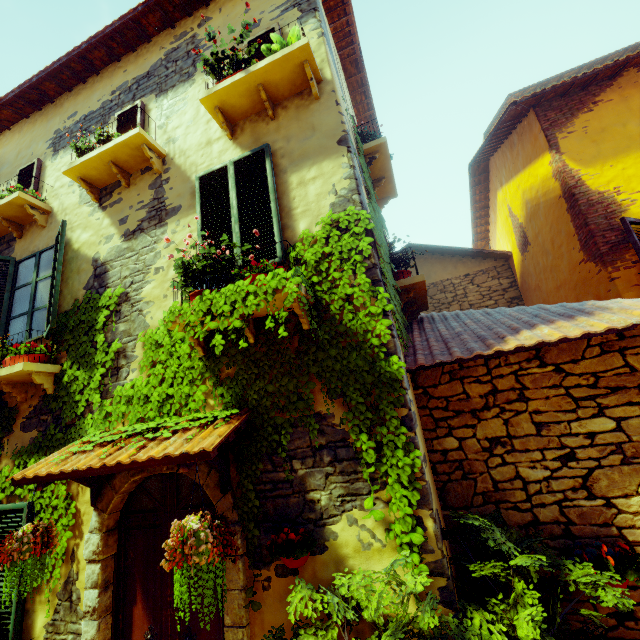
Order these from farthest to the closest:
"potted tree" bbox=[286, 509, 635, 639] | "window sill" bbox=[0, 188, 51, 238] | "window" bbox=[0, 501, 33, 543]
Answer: "window sill" bbox=[0, 188, 51, 238] < "window" bbox=[0, 501, 33, 543] < "potted tree" bbox=[286, 509, 635, 639]

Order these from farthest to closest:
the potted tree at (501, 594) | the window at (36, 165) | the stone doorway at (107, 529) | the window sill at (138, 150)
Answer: the window at (36, 165)
the window sill at (138, 150)
the stone doorway at (107, 529)
the potted tree at (501, 594)

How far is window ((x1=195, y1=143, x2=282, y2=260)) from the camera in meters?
3.7 m

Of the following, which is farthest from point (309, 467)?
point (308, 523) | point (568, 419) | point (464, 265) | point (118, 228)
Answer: point (464, 265)

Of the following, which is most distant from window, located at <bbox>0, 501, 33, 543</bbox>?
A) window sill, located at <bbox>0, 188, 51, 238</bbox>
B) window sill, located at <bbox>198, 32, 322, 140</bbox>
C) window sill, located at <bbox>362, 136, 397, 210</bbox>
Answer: window sill, located at <bbox>362, 136, 397, 210</bbox>

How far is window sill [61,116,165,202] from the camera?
4.5 meters

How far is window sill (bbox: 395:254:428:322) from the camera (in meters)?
4.39

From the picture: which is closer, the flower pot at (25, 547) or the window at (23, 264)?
the flower pot at (25, 547)
